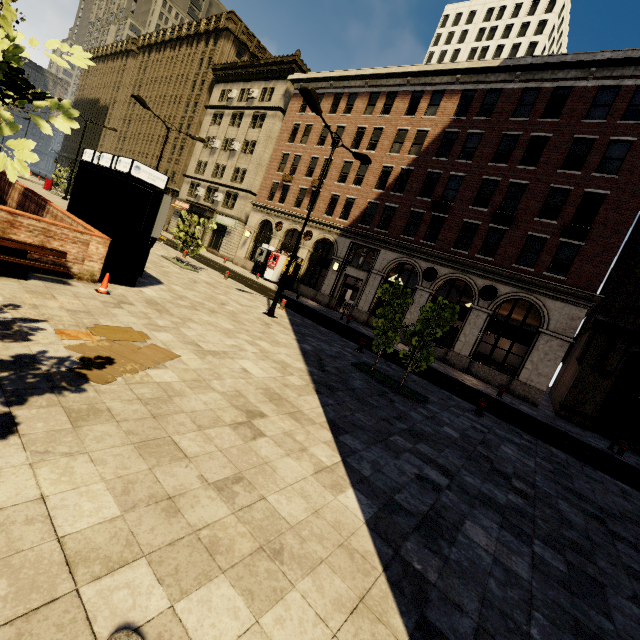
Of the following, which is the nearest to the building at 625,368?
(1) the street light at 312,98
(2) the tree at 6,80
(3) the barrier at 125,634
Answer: (2) the tree at 6,80

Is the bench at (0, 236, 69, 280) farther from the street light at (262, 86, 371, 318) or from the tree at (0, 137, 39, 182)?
the street light at (262, 86, 371, 318)

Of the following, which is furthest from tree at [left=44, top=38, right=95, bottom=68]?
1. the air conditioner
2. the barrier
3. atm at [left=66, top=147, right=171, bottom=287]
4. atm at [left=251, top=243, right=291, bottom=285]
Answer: the air conditioner

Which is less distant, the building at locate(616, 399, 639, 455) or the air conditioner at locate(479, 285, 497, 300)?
the building at locate(616, 399, 639, 455)

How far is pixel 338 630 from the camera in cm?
237

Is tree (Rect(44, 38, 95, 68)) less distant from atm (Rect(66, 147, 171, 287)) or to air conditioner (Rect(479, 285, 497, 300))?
atm (Rect(66, 147, 171, 287))

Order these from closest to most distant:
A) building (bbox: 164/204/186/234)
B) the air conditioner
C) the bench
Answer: the bench < the air conditioner < building (bbox: 164/204/186/234)

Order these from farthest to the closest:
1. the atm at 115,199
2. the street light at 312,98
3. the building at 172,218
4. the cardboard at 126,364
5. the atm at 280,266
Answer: the building at 172,218 < the atm at 280,266 < the street light at 312,98 < the atm at 115,199 < the cardboard at 126,364
